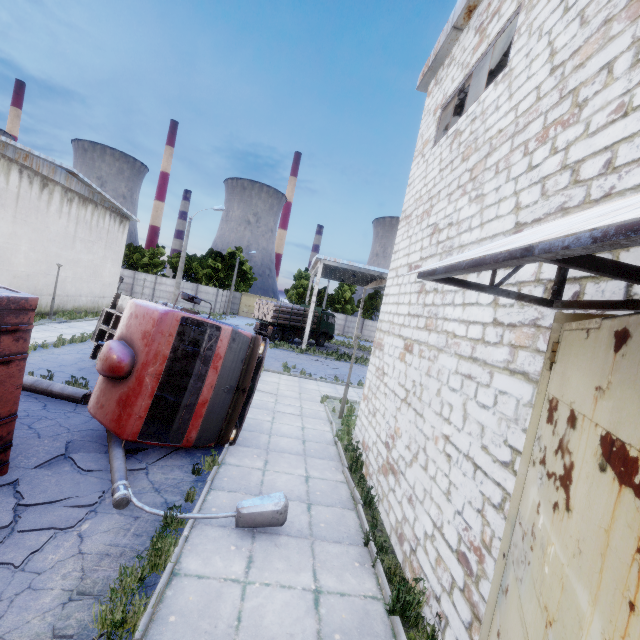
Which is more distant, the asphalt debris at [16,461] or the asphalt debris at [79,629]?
the asphalt debris at [16,461]

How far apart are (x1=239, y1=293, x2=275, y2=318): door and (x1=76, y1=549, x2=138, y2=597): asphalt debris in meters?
49.3 m

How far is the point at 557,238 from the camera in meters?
1.3

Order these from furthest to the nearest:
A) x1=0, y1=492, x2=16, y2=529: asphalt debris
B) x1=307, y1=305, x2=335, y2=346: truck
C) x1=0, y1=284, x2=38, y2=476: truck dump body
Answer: x1=307, y1=305, x2=335, y2=346: truck → x1=0, y1=284, x2=38, y2=476: truck dump body → x1=0, y1=492, x2=16, y2=529: asphalt debris

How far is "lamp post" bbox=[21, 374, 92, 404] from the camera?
8.66m

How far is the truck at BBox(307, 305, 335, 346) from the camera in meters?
32.2

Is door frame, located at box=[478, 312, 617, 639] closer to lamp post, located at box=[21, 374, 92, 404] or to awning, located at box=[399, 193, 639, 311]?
awning, located at box=[399, 193, 639, 311]

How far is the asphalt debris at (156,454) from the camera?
6.8 meters
